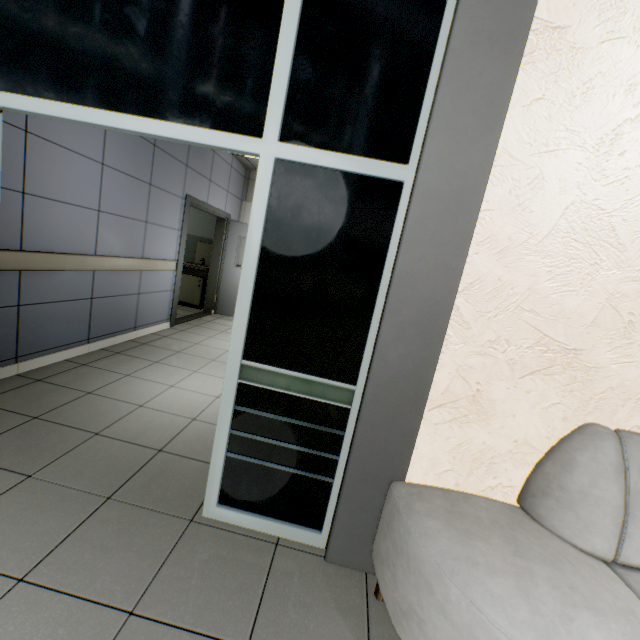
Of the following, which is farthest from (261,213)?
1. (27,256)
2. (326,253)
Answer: (27,256)

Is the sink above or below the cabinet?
above

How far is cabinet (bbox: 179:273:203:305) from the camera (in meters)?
7.09

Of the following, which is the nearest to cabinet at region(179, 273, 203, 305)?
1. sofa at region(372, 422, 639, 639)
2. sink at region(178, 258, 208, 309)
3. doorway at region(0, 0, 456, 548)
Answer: sink at region(178, 258, 208, 309)

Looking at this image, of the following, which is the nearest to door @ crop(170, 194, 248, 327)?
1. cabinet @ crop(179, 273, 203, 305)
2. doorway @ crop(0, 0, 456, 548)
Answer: cabinet @ crop(179, 273, 203, 305)

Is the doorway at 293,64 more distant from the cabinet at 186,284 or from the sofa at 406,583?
the cabinet at 186,284

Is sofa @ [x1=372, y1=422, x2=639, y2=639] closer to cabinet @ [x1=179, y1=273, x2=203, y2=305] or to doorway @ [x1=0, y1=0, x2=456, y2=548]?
doorway @ [x1=0, y1=0, x2=456, y2=548]

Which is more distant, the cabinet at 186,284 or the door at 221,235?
the cabinet at 186,284
